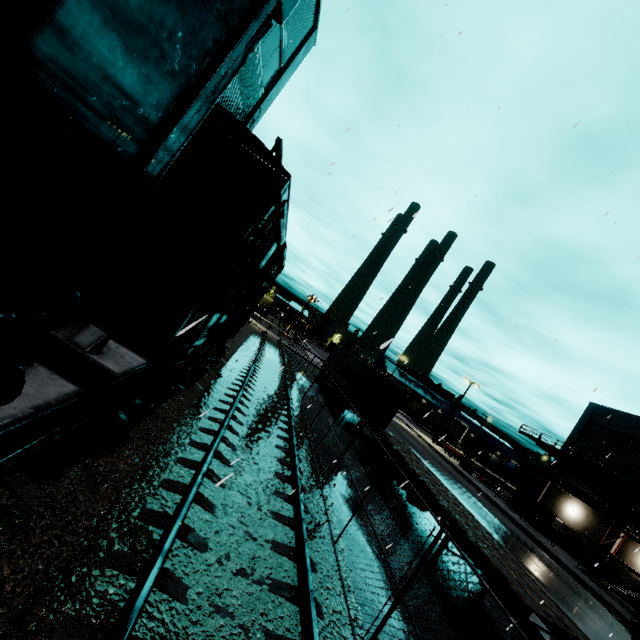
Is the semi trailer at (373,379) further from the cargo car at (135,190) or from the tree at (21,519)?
the tree at (21,519)

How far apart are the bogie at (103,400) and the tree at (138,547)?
1.6m

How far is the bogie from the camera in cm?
406

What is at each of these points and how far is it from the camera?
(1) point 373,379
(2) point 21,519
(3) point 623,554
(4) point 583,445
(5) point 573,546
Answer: (1) semi trailer, 18.72m
(2) tree, 3.07m
(3) building, 27.64m
(4) building, 35.66m
(5) concrete pipe, 29.05m

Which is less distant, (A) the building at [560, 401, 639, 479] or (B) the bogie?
(B) the bogie

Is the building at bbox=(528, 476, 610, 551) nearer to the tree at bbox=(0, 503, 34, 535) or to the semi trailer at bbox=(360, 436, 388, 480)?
the semi trailer at bbox=(360, 436, 388, 480)

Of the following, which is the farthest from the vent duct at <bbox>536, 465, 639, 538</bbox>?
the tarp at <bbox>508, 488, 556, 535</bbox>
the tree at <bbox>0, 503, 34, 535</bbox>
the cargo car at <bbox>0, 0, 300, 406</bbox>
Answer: the tree at <bbox>0, 503, 34, 535</bbox>

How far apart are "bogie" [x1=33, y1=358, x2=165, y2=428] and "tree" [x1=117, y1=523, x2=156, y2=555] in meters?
1.6
